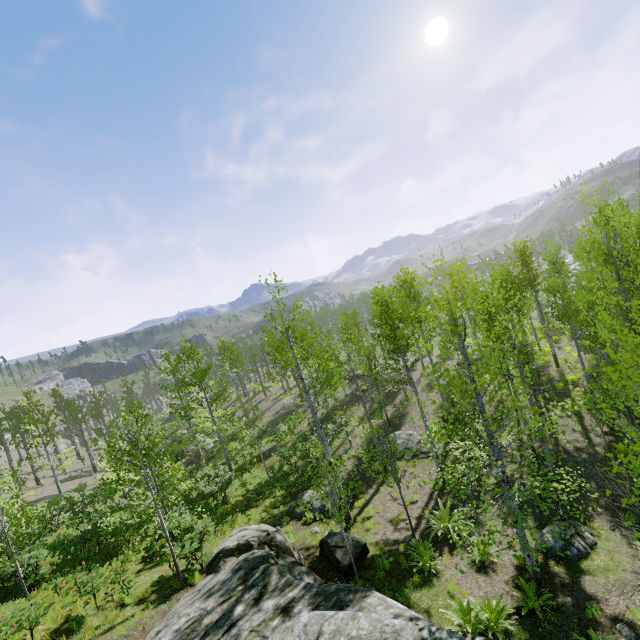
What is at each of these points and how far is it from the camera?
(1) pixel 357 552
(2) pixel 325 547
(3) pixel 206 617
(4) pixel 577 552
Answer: (1) rock, 10.98m
(2) rock, 11.55m
(3) rock, 8.52m
(4) rock, 9.45m

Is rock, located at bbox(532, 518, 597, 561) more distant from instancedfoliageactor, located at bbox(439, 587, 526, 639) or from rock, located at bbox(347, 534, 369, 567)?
instancedfoliageactor, located at bbox(439, 587, 526, 639)

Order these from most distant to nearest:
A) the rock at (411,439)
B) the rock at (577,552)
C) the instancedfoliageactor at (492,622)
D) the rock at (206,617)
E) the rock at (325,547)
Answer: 1. the rock at (411,439)
2. the rock at (325,547)
3. the rock at (577,552)
4. the instancedfoliageactor at (492,622)
5. the rock at (206,617)

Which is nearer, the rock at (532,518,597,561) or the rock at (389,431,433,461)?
the rock at (532,518,597,561)

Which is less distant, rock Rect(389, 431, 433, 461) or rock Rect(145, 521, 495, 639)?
rock Rect(145, 521, 495, 639)

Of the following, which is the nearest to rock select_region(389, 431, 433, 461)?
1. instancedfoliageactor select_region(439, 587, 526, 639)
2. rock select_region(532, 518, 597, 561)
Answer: rock select_region(532, 518, 597, 561)

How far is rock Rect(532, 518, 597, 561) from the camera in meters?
9.5

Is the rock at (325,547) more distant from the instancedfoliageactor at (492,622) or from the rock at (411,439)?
the rock at (411,439)
